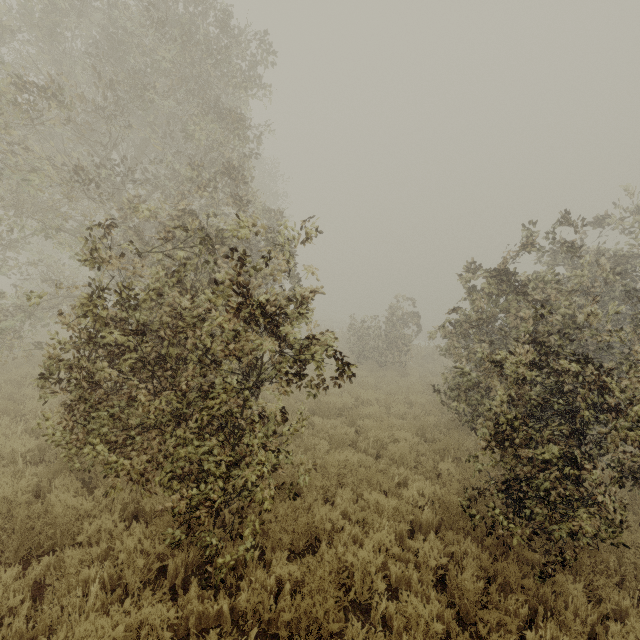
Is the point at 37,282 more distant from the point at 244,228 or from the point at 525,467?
the point at 525,467
